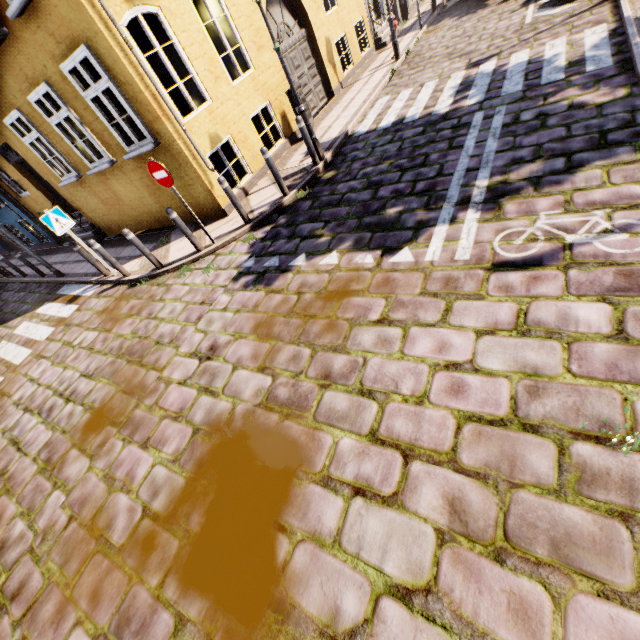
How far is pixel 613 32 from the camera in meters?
6.5

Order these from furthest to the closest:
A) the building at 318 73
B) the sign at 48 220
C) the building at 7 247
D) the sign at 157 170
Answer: the building at 7 247, the building at 318 73, the sign at 48 220, the sign at 157 170

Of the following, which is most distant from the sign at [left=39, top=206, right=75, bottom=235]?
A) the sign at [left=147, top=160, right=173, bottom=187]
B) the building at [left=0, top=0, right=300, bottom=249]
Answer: the sign at [left=147, top=160, right=173, bottom=187]

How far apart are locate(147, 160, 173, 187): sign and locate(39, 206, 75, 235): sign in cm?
298

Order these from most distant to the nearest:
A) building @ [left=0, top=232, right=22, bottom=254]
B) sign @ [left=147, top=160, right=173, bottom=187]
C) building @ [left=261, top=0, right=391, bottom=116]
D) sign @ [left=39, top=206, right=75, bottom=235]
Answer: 1. building @ [left=0, top=232, right=22, bottom=254]
2. building @ [left=261, top=0, right=391, bottom=116]
3. sign @ [left=39, top=206, right=75, bottom=235]
4. sign @ [left=147, top=160, right=173, bottom=187]

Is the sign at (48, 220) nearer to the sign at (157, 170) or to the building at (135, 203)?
→ the building at (135, 203)

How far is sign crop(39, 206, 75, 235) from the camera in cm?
728
